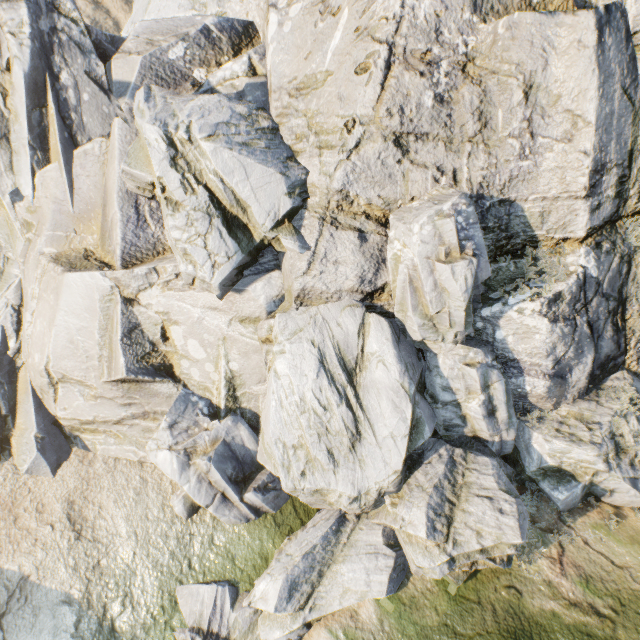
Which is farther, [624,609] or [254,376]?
[254,376]
